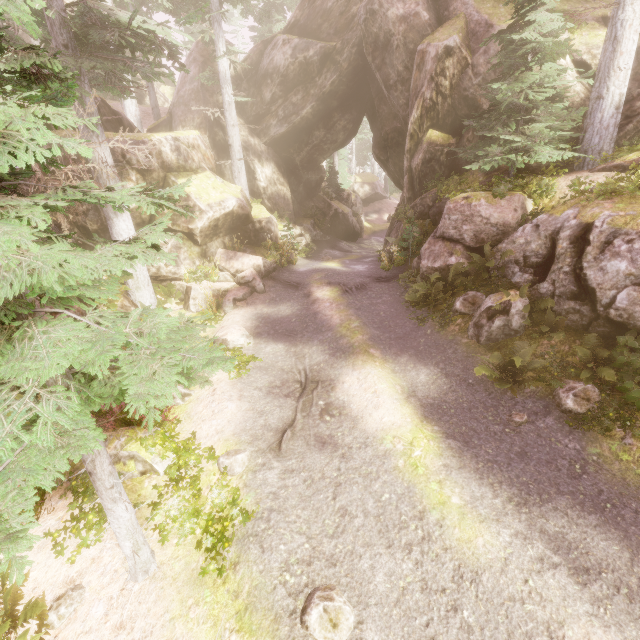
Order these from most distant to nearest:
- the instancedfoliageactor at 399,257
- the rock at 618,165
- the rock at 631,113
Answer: the instancedfoliageactor at 399,257 → the rock at 631,113 → the rock at 618,165

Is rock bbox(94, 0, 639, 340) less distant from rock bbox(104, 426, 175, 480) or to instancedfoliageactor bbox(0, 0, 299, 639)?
instancedfoliageactor bbox(0, 0, 299, 639)

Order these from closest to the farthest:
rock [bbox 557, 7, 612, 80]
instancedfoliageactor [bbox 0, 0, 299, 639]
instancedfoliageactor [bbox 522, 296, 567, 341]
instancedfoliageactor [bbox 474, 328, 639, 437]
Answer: instancedfoliageactor [bbox 0, 0, 299, 639] < instancedfoliageactor [bbox 474, 328, 639, 437] < instancedfoliageactor [bbox 522, 296, 567, 341] < rock [bbox 557, 7, 612, 80]

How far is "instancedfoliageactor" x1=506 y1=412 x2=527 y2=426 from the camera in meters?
7.1

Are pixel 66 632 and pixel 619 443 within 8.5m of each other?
no

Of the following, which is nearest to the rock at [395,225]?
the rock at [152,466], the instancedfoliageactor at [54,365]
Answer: the instancedfoliageactor at [54,365]
